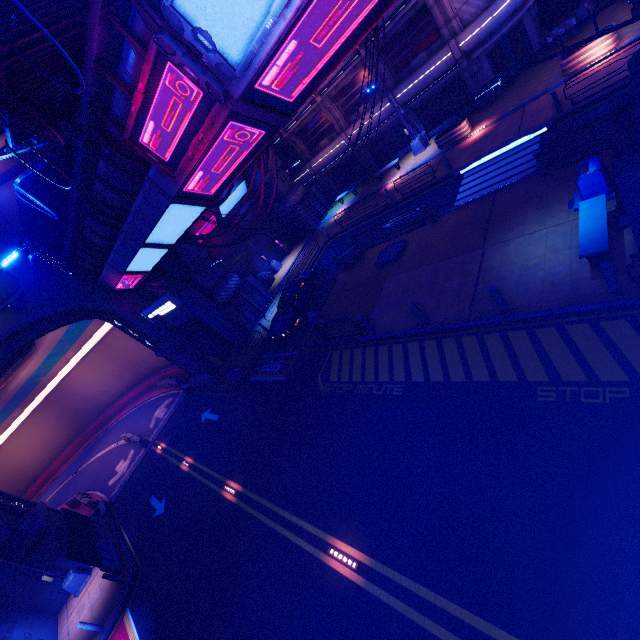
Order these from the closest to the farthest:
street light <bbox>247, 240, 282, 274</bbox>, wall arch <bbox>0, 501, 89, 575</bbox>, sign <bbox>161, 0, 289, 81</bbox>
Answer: sign <bbox>161, 0, 289, 81</bbox> → wall arch <bbox>0, 501, 89, 575</bbox> → street light <bbox>247, 240, 282, 274</bbox>

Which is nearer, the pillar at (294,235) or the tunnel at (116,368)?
the tunnel at (116,368)

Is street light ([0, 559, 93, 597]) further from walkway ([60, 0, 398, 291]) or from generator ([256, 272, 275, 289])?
generator ([256, 272, 275, 289])

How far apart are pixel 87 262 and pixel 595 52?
30.0 meters

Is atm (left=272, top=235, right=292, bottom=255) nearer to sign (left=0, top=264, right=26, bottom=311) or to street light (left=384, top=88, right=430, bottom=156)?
street light (left=384, top=88, right=430, bottom=156)

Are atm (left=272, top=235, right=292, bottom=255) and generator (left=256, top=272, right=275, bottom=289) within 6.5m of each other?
yes

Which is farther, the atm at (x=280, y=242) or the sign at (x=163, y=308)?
the atm at (x=280, y=242)

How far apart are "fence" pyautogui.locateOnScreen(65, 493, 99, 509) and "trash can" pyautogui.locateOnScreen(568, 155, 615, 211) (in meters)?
37.12
